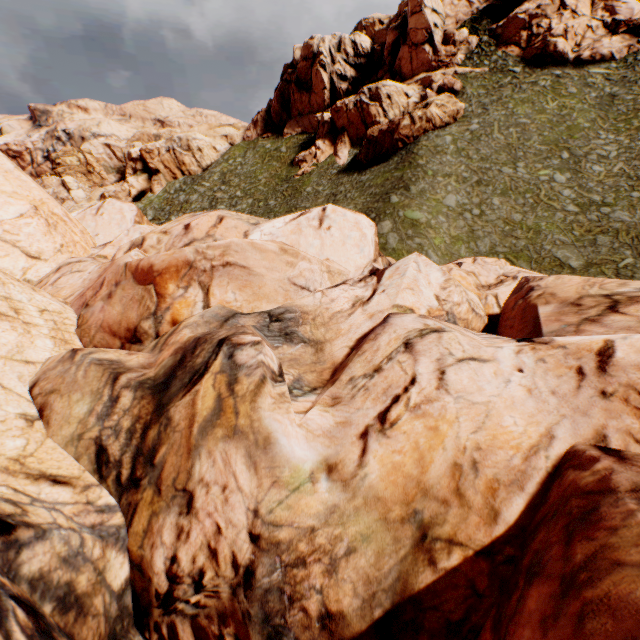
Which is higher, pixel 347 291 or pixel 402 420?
pixel 347 291
